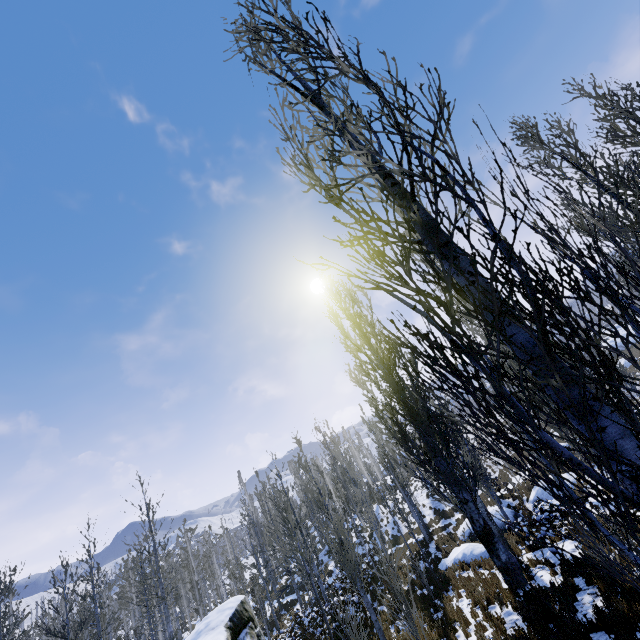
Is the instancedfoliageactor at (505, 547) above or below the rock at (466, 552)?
above

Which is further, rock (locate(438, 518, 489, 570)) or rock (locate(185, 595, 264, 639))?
rock (locate(438, 518, 489, 570))

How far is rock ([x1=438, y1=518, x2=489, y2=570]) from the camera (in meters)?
14.77

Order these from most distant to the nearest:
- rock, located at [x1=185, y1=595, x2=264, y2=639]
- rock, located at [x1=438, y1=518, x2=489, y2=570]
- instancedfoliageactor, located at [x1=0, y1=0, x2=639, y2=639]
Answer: rock, located at [x1=438, y1=518, x2=489, y2=570]
rock, located at [x1=185, y1=595, x2=264, y2=639]
instancedfoliageactor, located at [x1=0, y1=0, x2=639, y2=639]

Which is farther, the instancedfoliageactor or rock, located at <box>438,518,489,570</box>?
rock, located at <box>438,518,489,570</box>

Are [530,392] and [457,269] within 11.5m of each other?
yes

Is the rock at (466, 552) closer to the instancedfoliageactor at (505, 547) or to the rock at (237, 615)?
the instancedfoliageactor at (505, 547)

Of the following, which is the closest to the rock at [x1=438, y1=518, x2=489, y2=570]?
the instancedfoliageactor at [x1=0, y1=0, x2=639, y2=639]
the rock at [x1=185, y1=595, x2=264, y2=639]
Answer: the instancedfoliageactor at [x1=0, y1=0, x2=639, y2=639]
